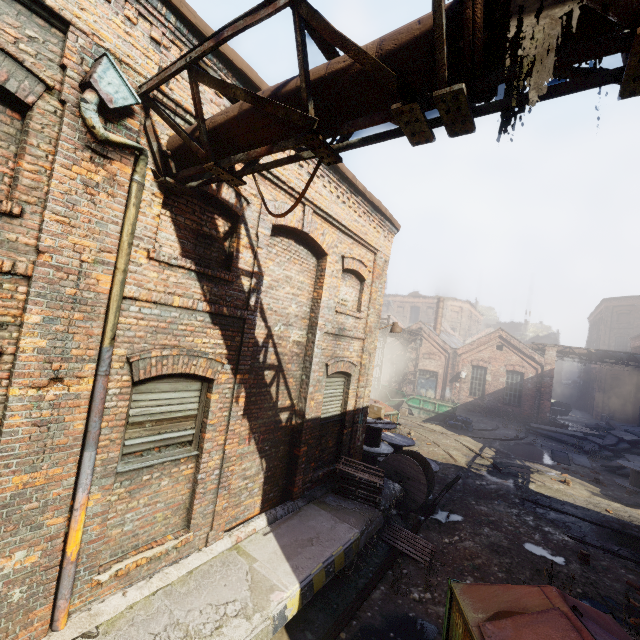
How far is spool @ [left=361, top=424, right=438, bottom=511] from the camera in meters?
9.2 m

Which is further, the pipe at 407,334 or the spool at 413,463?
the pipe at 407,334

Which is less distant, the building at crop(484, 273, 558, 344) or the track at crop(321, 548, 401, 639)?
the track at crop(321, 548, 401, 639)

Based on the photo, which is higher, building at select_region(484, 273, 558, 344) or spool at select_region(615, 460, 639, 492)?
building at select_region(484, 273, 558, 344)

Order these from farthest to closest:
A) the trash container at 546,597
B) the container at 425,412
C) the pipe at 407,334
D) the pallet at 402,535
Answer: the pipe at 407,334 < the container at 425,412 < the pallet at 402,535 < the trash container at 546,597

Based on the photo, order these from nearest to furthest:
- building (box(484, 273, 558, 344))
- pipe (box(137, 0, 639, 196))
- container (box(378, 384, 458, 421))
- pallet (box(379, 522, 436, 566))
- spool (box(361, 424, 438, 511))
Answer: pipe (box(137, 0, 639, 196)) < pallet (box(379, 522, 436, 566)) < spool (box(361, 424, 438, 511)) < container (box(378, 384, 458, 421)) < building (box(484, 273, 558, 344))

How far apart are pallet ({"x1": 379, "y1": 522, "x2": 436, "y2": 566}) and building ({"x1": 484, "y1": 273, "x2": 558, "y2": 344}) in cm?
5481

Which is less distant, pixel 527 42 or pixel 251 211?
pixel 527 42
